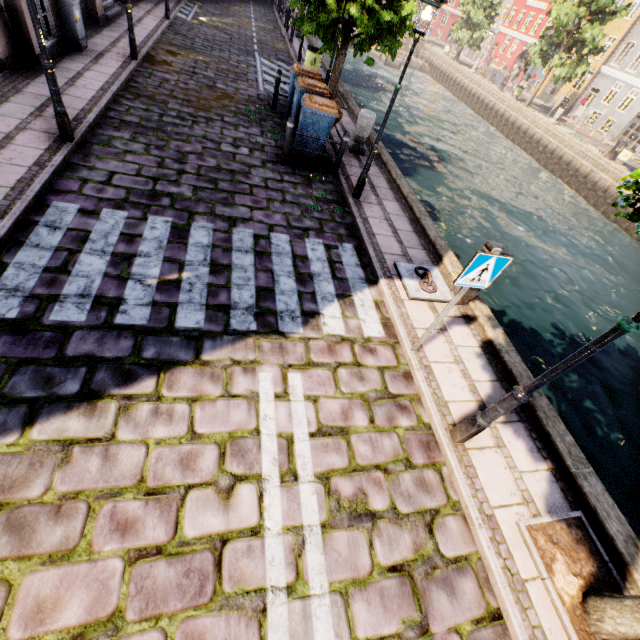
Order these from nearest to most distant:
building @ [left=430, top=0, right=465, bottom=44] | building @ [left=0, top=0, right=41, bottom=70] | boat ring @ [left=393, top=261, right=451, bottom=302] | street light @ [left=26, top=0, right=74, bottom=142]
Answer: street light @ [left=26, top=0, right=74, bottom=142] < boat ring @ [left=393, top=261, right=451, bottom=302] < building @ [left=0, top=0, right=41, bottom=70] < building @ [left=430, top=0, right=465, bottom=44]

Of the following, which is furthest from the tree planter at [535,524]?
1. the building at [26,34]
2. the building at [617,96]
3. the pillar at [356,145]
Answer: the building at [617,96]

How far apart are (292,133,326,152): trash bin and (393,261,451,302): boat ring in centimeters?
399cm

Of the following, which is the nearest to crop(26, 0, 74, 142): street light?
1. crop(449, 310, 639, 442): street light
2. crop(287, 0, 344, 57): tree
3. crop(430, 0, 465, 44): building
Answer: crop(287, 0, 344, 57): tree

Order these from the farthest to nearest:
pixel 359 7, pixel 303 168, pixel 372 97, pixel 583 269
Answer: pixel 372 97 < pixel 583 269 < pixel 359 7 < pixel 303 168

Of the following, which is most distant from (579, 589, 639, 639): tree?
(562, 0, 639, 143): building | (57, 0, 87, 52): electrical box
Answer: (57, 0, 87, 52): electrical box

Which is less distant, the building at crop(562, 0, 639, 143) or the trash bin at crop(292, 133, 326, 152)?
the trash bin at crop(292, 133, 326, 152)

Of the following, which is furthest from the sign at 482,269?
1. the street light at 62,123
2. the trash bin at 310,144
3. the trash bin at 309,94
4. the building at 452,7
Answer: the building at 452,7
